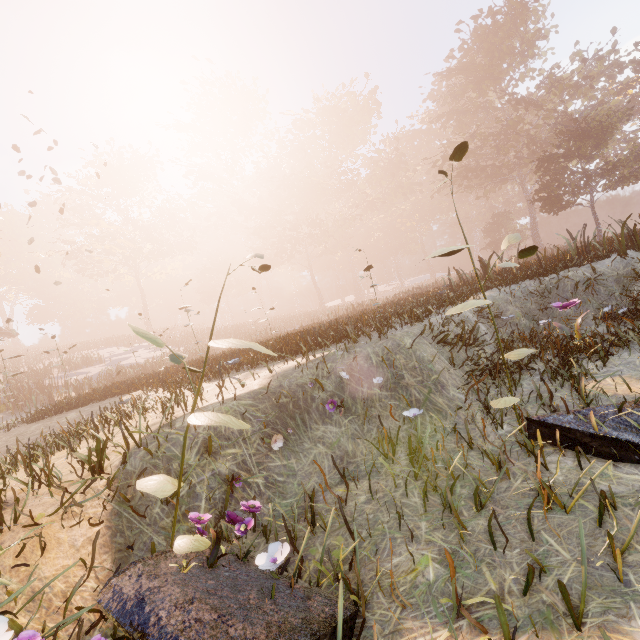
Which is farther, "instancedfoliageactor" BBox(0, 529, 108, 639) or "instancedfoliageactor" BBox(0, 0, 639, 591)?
"instancedfoliageactor" BBox(0, 0, 639, 591)

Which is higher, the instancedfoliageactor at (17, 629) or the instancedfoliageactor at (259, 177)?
the instancedfoliageactor at (259, 177)

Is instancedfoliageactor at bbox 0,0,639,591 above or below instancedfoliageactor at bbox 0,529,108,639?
above

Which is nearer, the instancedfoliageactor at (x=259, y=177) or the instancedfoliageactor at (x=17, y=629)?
the instancedfoliageactor at (x=17, y=629)

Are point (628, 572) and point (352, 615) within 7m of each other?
yes
